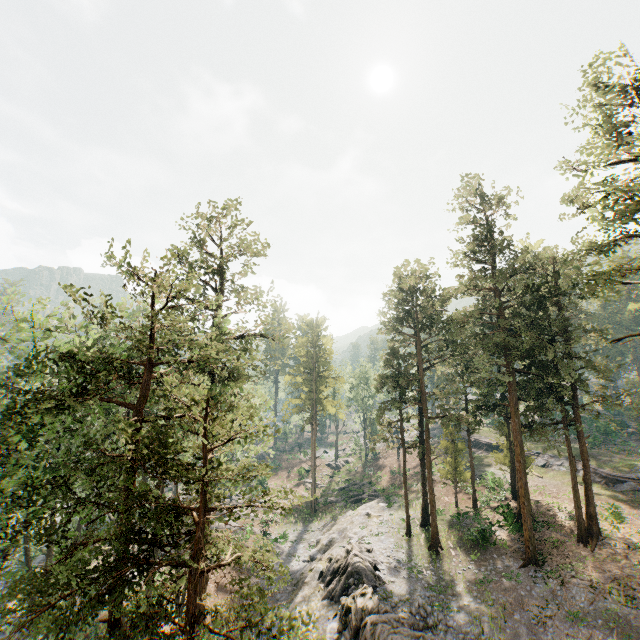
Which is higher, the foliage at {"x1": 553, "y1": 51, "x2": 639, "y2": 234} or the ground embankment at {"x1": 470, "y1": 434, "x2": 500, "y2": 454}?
the foliage at {"x1": 553, "y1": 51, "x2": 639, "y2": 234}

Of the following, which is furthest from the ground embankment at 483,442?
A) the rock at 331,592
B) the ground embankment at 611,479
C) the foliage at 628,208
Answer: the rock at 331,592

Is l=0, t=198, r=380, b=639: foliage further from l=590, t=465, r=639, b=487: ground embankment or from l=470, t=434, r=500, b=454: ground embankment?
l=470, t=434, r=500, b=454: ground embankment

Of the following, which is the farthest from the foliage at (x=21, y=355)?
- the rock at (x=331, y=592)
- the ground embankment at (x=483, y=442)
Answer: the ground embankment at (x=483, y=442)

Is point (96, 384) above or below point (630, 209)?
below

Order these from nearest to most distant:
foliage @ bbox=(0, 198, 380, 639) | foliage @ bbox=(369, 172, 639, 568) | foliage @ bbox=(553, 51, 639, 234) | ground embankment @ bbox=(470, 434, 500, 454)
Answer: foliage @ bbox=(0, 198, 380, 639), foliage @ bbox=(553, 51, 639, 234), foliage @ bbox=(369, 172, 639, 568), ground embankment @ bbox=(470, 434, 500, 454)

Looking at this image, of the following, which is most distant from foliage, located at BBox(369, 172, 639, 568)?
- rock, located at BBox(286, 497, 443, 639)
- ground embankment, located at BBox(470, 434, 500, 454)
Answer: ground embankment, located at BBox(470, 434, 500, 454)

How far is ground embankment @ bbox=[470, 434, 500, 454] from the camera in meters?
49.3 m
